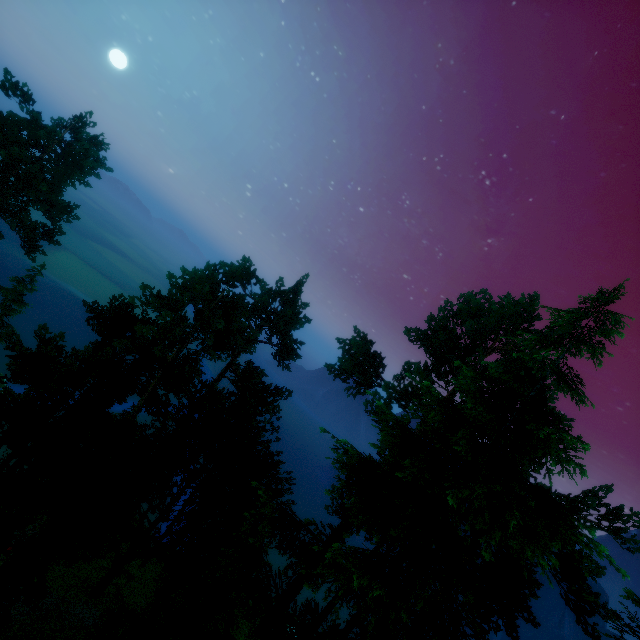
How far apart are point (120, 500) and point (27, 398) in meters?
9.0

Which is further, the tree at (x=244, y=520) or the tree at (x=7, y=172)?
the tree at (x=7, y=172)

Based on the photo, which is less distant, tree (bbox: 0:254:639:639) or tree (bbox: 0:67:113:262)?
tree (bbox: 0:254:639:639)
